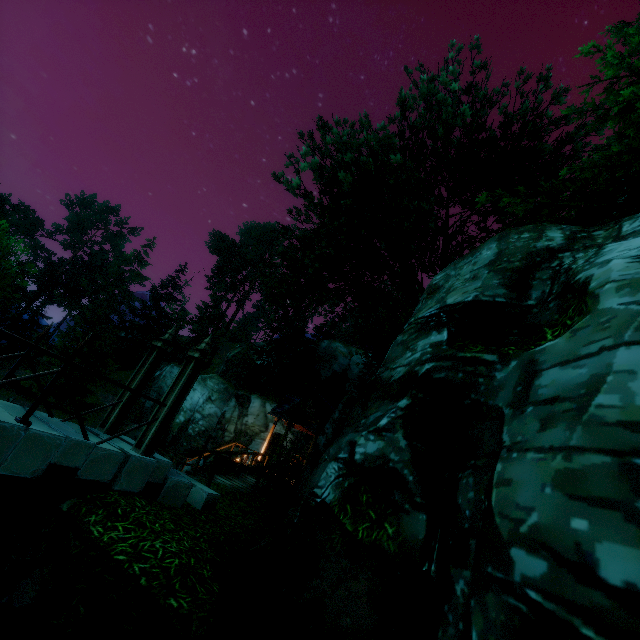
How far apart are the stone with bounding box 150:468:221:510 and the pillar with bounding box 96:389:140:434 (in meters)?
0.90

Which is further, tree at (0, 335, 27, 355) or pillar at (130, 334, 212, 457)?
tree at (0, 335, 27, 355)

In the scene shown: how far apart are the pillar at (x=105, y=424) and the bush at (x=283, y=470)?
4.0 meters

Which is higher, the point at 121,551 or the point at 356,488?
the point at 356,488

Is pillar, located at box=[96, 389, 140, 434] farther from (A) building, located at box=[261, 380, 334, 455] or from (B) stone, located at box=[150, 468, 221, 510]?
(A) building, located at box=[261, 380, 334, 455]

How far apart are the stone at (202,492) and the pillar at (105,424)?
0.90m

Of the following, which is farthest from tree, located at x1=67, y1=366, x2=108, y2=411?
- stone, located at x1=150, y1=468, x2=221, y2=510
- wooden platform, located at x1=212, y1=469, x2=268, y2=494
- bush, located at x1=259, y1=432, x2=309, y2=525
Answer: stone, located at x1=150, y1=468, x2=221, y2=510

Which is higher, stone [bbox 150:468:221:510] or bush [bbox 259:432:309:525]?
bush [bbox 259:432:309:525]
